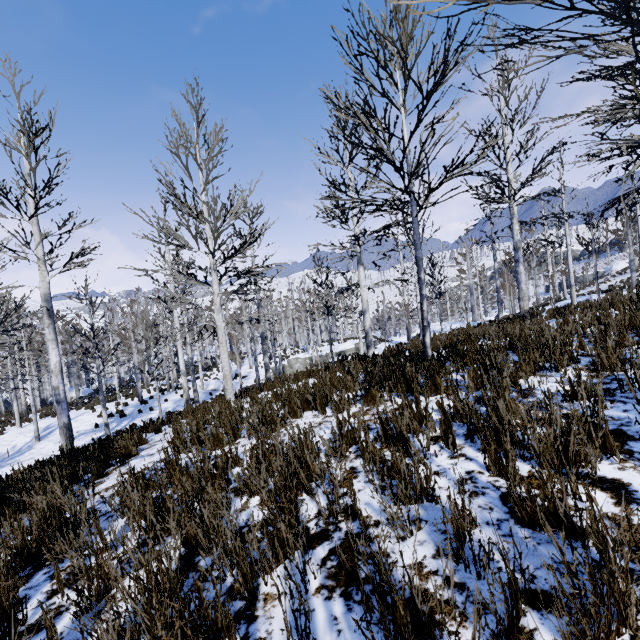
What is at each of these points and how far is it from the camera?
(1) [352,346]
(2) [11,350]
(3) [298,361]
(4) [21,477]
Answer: (1) rock, 32.1m
(2) instancedfoliageactor, 7.6m
(3) rock, 30.6m
(4) instancedfoliageactor, 4.9m

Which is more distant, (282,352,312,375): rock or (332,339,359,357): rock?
(332,339,359,357): rock

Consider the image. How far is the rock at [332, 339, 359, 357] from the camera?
31.6 meters

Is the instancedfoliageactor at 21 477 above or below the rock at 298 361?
above

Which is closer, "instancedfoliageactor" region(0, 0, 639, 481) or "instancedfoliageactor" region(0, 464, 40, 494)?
"instancedfoliageactor" region(0, 464, 40, 494)

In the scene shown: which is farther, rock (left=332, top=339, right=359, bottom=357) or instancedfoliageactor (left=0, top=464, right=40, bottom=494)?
rock (left=332, top=339, right=359, bottom=357)
